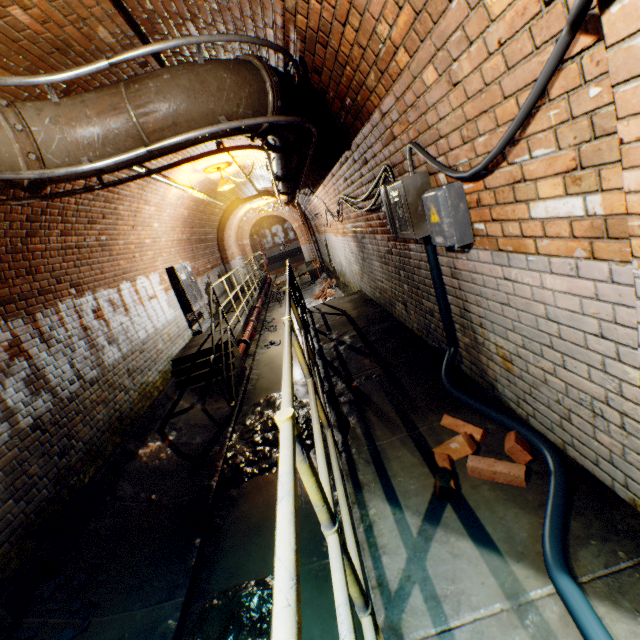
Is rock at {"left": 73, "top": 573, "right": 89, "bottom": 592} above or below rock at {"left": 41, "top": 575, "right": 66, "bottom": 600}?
below

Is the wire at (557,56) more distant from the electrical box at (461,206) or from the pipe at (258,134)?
the pipe at (258,134)

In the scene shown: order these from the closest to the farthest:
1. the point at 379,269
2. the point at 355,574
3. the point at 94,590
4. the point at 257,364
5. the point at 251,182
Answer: the point at 355,574 < the point at 94,590 < the point at 379,269 < the point at 257,364 < the point at 251,182

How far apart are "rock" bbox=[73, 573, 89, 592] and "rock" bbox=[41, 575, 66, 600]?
0.1m

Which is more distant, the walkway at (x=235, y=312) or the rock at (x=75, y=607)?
the walkway at (x=235, y=312)

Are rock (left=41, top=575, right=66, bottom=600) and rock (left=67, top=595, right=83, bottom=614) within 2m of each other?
yes

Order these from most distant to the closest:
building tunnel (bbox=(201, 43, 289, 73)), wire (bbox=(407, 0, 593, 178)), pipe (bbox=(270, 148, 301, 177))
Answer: pipe (bbox=(270, 148, 301, 177))
building tunnel (bbox=(201, 43, 289, 73))
wire (bbox=(407, 0, 593, 178))

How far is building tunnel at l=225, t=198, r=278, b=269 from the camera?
16.73m
